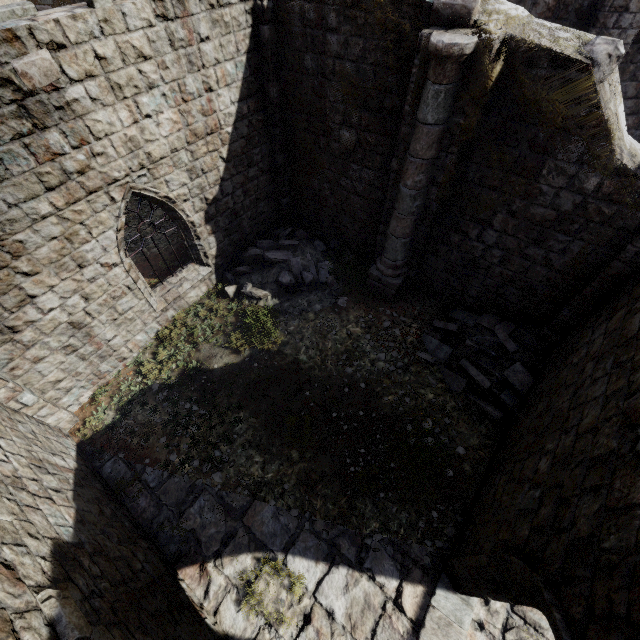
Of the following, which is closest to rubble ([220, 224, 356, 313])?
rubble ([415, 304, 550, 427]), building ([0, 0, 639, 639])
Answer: building ([0, 0, 639, 639])

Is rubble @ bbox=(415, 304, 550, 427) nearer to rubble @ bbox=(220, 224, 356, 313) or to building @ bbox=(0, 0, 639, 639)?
building @ bbox=(0, 0, 639, 639)

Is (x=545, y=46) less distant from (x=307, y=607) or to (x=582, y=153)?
(x=582, y=153)

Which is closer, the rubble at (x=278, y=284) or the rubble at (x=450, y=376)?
the rubble at (x=450, y=376)

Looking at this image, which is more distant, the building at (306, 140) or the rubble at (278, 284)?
the rubble at (278, 284)

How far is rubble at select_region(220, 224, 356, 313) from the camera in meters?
9.7 m

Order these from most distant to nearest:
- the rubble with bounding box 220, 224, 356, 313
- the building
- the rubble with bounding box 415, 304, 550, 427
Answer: the rubble with bounding box 220, 224, 356, 313, the rubble with bounding box 415, 304, 550, 427, the building
